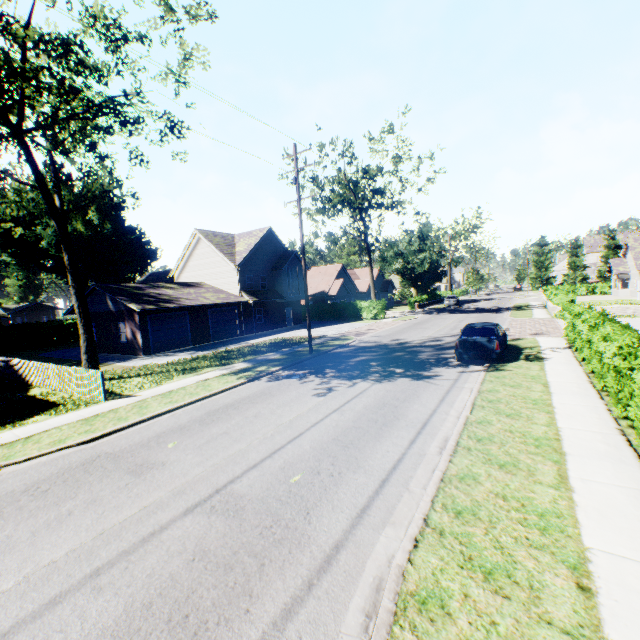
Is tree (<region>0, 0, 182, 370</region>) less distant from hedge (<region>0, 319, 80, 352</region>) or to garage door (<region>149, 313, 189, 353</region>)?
garage door (<region>149, 313, 189, 353</region>)

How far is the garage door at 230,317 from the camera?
29.08m

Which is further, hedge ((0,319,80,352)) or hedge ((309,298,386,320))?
hedge ((309,298,386,320))

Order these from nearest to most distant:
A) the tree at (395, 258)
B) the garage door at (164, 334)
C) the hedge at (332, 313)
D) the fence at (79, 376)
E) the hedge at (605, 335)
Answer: the hedge at (605, 335) → the fence at (79, 376) → the garage door at (164, 334) → the tree at (395, 258) → the hedge at (332, 313)

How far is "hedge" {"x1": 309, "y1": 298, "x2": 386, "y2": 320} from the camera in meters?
37.5

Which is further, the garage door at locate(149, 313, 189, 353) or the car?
the garage door at locate(149, 313, 189, 353)

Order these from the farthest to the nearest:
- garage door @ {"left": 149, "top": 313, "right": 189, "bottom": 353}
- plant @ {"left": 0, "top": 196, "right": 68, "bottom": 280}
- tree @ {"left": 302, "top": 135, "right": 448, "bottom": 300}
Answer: plant @ {"left": 0, "top": 196, "right": 68, "bottom": 280} < tree @ {"left": 302, "top": 135, "right": 448, "bottom": 300} < garage door @ {"left": 149, "top": 313, "right": 189, "bottom": 353}

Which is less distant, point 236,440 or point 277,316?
point 236,440
